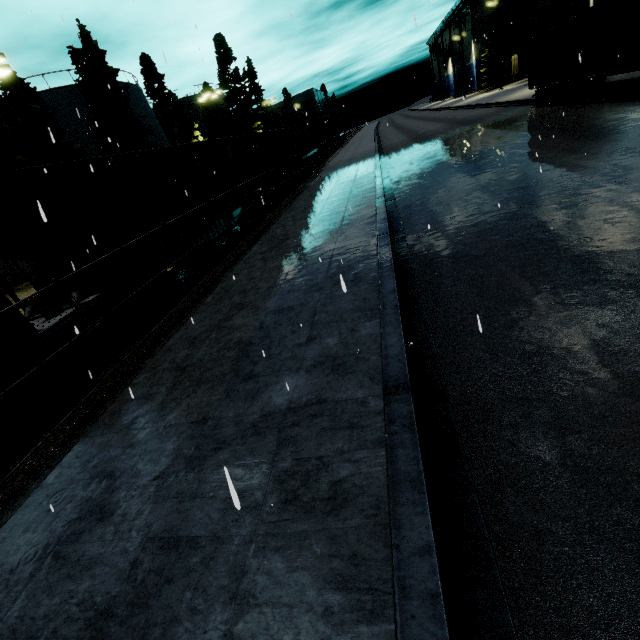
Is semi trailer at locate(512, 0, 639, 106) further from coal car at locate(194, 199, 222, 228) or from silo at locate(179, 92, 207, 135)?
silo at locate(179, 92, 207, 135)

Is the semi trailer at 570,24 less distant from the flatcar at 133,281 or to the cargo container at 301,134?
the cargo container at 301,134

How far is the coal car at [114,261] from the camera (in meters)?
7.90

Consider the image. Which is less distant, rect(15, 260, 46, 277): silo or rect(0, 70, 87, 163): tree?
rect(0, 70, 87, 163): tree

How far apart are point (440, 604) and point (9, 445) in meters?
7.5 m

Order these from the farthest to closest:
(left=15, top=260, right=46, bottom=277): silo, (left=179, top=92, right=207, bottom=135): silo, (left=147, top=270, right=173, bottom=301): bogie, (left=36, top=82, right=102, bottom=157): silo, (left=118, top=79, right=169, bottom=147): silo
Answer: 1. (left=179, top=92, right=207, bottom=135): silo
2. (left=118, top=79, right=169, bottom=147): silo
3. (left=36, top=82, right=102, bottom=157): silo
4. (left=15, top=260, right=46, bottom=277): silo
5. (left=147, top=270, right=173, bottom=301): bogie

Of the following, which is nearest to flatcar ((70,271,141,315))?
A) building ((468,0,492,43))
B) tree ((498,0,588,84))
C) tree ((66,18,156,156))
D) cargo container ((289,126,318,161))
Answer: tree ((66,18,156,156))

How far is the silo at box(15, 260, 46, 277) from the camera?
21.09m
